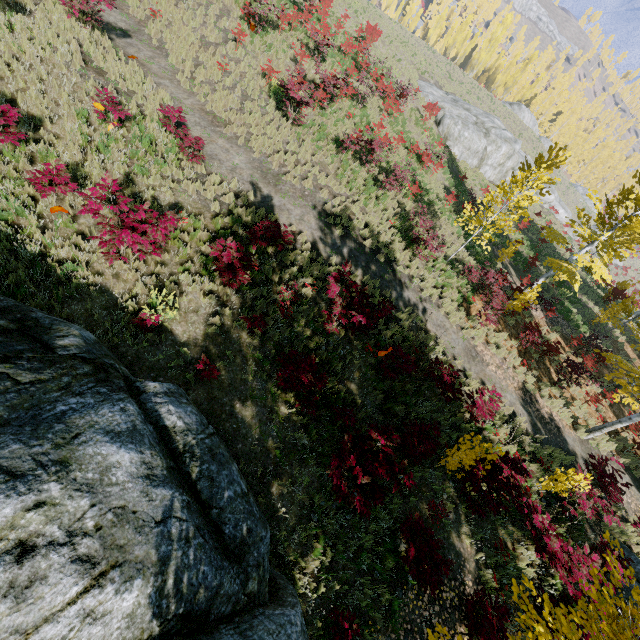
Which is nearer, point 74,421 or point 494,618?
point 74,421

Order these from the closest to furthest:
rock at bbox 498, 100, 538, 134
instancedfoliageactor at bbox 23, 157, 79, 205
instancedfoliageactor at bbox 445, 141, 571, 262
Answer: instancedfoliageactor at bbox 23, 157, 79, 205, instancedfoliageactor at bbox 445, 141, 571, 262, rock at bbox 498, 100, 538, 134

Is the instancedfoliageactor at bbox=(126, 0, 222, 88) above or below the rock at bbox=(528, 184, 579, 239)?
above

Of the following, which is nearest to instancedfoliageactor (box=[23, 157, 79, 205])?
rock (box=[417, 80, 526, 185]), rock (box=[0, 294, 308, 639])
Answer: rock (box=[0, 294, 308, 639])

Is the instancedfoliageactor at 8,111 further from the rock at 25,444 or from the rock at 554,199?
the rock at 554,199

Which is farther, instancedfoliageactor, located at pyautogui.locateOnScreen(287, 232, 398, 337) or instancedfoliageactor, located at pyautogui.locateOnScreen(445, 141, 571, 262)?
instancedfoliageactor, located at pyautogui.locateOnScreen(445, 141, 571, 262)

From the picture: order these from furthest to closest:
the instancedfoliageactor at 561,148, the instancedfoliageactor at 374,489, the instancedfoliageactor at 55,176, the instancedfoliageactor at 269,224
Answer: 1. the instancedfoliageactor at 561,148
2. the instancedfoliageactor at 269,224
3. the instancedfoliageactor at 55,176
4. the instancedfoliageactor at 374,489
